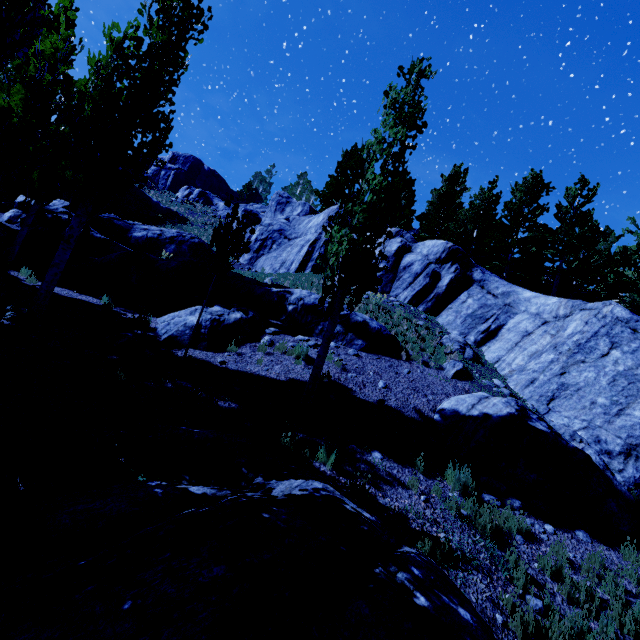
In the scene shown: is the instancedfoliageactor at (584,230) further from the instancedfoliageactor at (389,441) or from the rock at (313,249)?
the instancedfoliageactor at (389,441)

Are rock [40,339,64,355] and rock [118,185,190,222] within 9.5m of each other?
no

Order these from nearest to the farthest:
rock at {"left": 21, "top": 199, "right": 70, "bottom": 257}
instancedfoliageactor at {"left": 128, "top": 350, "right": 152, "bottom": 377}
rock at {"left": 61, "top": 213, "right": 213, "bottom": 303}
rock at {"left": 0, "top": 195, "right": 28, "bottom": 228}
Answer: instancedfoliageactor at {"left": 128, "top": 350, "right": 152, "bottom": 377} → rock at {"left": 61, "top": 213, "right": 213, "bottom": 303} → rock at {"left": 21, "top": 199, "right": 70, "bottom": 257} → rock at {"left": 0, "top": 195, "right": 28, "bottom": 228}

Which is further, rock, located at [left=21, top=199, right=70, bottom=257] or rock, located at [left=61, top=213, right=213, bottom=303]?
rock, located at [left=21, top=199, right=70, bottom=257]

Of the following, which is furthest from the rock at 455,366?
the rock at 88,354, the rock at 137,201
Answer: the rock at 137,201

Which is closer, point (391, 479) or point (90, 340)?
point (391, 479)

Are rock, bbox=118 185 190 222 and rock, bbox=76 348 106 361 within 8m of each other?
no

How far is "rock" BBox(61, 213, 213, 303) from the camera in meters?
13.3
